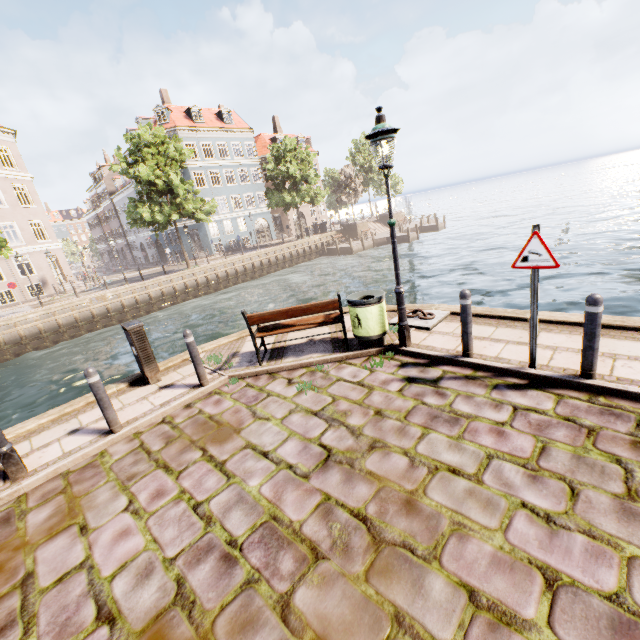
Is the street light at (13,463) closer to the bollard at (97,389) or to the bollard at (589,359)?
the bollard at (97,389)

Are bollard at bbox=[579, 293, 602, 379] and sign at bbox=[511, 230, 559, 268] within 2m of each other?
yes

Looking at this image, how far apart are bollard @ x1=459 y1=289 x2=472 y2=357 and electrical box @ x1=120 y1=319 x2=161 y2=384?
5.7m

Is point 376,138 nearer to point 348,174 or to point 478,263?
point 478,263

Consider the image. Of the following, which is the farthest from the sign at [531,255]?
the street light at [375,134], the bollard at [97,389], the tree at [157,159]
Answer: the tree at [157,159]

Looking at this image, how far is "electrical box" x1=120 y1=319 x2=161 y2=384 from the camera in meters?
6.1 m

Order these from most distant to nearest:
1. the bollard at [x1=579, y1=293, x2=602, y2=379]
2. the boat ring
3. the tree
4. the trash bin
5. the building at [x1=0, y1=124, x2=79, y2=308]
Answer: the building at [x1=0, y1=124, x2=79, y2=308] < the tree < the boat ring < the trash bin < the bollard at [x1=579, y1=293, x2=602, y2=379]

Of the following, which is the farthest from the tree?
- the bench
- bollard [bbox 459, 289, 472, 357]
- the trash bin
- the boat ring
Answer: the boat ring
